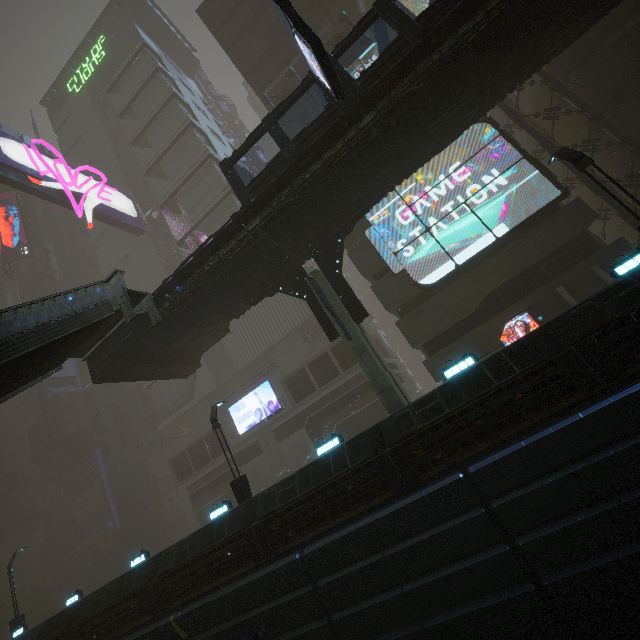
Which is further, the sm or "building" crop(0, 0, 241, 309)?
"building" crop(0, 0, 241, 309)

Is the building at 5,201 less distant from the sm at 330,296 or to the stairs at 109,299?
the sm at 330,296

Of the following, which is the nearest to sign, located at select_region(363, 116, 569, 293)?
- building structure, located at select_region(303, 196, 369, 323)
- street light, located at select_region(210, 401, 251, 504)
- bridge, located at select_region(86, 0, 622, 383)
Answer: bridge, located at select_region(86, 0, 622, 383)

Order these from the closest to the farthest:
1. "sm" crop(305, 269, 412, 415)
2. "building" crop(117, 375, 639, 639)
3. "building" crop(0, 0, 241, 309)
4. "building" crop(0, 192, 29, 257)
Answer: "building" crop(117, 375, 639, 639) → "sm" crop(305, 269, 412, 415) → "building" crop(0, 0, 241, 309) → "building" crop(0, 192, 29, 257)

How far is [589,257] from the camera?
16.9m

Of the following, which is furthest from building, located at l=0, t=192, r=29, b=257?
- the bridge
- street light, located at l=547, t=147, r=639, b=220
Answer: the bridge

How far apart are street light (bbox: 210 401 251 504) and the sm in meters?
7.4 m
